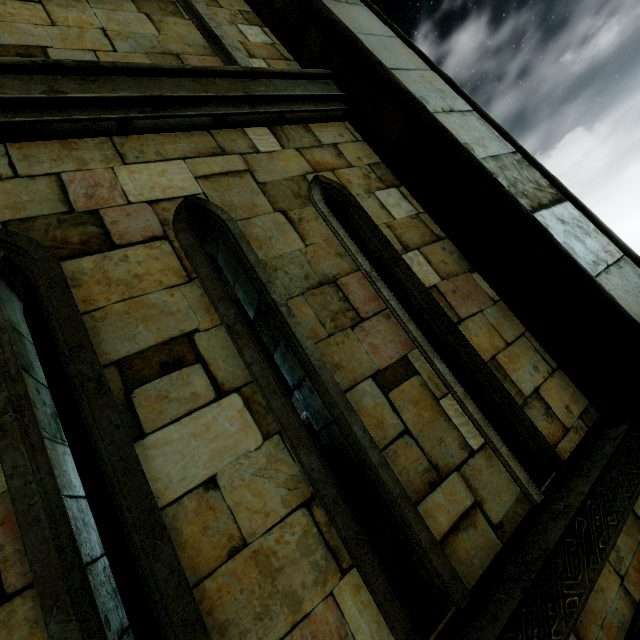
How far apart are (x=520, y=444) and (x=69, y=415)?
6.9m
